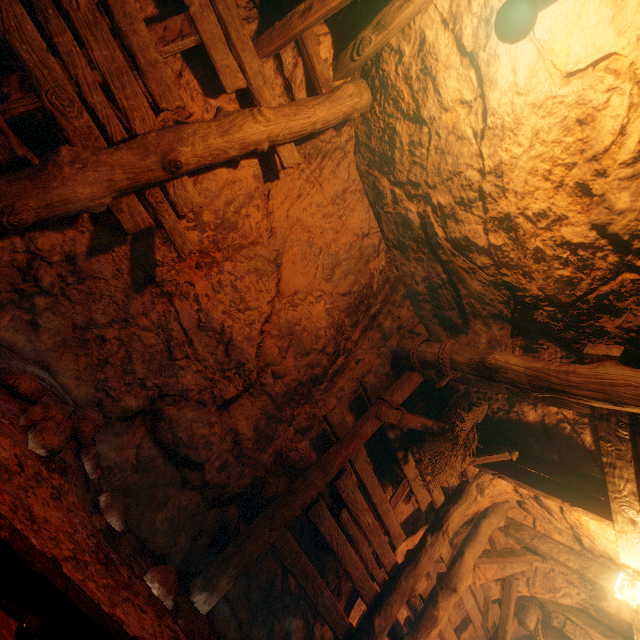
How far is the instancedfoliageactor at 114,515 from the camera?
2.2m

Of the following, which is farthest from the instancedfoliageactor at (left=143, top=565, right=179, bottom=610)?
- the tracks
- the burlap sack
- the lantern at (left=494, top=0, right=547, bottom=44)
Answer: the lantern at (left=494, top=0, right=547, bottom=44)

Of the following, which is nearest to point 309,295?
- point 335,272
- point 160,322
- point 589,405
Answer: point 335,272

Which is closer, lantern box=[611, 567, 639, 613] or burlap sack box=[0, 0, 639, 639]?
burlap sack box=[0, 0, 639, 639]

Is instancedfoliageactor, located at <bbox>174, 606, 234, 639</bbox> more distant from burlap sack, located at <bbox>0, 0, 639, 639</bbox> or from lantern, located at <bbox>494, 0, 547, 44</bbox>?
lantern, located at <bbox>494, 0, 547, 44</bbox>

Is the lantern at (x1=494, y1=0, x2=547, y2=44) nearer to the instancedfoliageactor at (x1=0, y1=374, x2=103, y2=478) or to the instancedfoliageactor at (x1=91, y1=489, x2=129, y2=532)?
the instancedfoliageactor at (x1=0, y1=374, x2=103, y2=478)

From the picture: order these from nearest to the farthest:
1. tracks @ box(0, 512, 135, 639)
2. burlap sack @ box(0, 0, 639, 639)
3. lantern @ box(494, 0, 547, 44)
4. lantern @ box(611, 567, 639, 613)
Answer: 1. tracks @ box(0, 512, 135, 639)
2. lantern @ box(494, 0, 547, 44)
3. burlap sack @ box(0, 0, 639, 639)
4. lantern @ box(611, 567, 639, 613)

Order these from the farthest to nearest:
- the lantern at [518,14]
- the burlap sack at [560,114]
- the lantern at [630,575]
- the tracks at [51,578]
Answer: the lantern at [630,575]
the burlap sack at [560,114]
the lantern at [518,14]
the tracks at [51,578]
